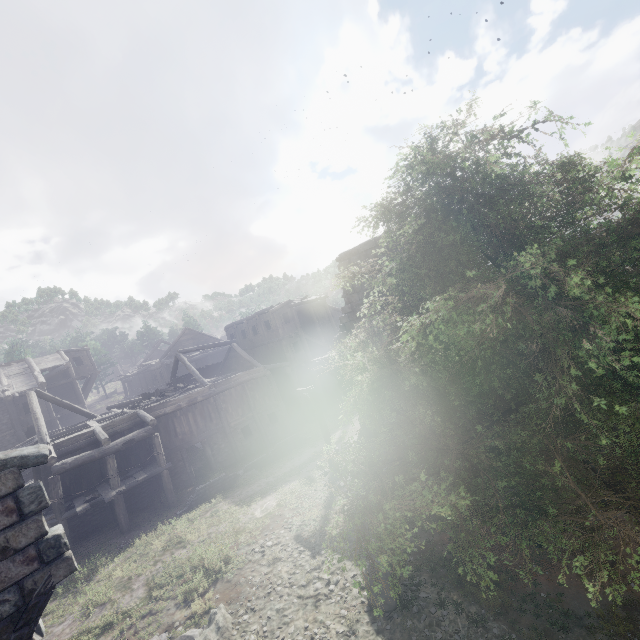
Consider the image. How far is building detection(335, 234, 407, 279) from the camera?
14.0 meters

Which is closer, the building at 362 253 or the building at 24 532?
the building at 24 532

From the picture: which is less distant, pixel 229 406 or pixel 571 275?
pixel 571 275

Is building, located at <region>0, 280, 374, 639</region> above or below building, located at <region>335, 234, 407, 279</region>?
below

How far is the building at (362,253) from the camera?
14.0m

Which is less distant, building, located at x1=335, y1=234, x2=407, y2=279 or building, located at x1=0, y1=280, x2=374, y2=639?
building, located at x1=0, y1=280, x2=374, y2=639
